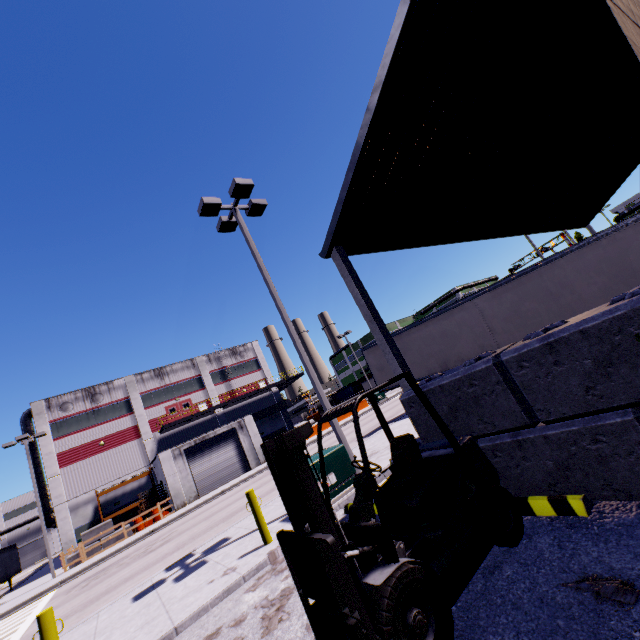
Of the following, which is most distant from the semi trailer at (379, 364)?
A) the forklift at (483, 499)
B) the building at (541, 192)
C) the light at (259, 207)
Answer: the forklift at (483, 499)

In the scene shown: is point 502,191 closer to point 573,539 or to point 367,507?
point 573,539

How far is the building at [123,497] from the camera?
30.62m

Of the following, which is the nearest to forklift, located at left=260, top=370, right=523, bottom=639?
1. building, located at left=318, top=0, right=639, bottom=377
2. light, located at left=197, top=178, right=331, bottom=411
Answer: building, located at left=318, top=0, right=639, bottom=377

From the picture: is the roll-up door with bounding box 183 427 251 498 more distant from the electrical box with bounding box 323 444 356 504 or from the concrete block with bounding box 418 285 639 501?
the electrical box with bounding box 323 444 356 504

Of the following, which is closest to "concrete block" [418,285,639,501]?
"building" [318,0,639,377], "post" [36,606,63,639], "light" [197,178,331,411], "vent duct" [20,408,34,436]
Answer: "building" [318,0,639,377]

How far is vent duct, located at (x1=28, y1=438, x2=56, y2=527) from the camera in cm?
3191

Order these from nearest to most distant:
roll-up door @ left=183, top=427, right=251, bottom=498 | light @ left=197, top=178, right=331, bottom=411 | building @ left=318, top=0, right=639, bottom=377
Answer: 1. building @ left=318, top=0, right=639, bottom=377
2. light @ left=197, top=178, right=331, bottom=411
3. roll-up door @ left=183, top=427, right=251, bottom=498
